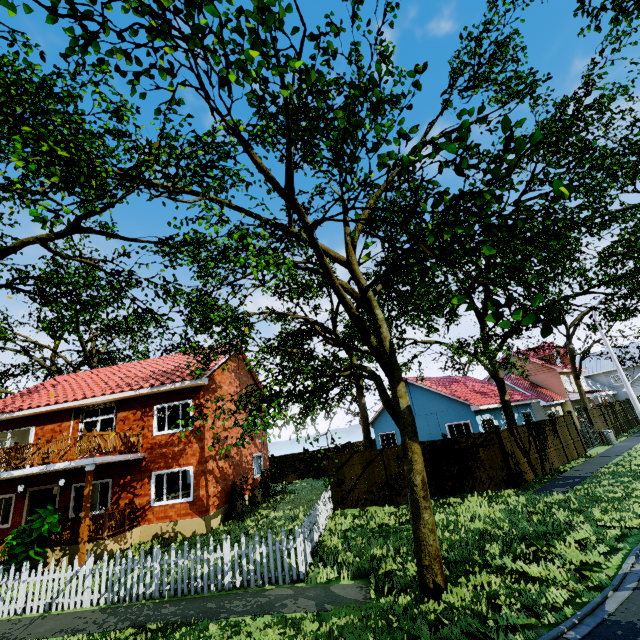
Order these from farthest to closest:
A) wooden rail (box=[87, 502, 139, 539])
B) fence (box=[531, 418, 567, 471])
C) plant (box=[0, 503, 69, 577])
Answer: fence (box=[531, 418, 567, 471]) < wooden rail (box=[87, 502, 139, 539]) < plant (box=[0, 503, 69, 577])

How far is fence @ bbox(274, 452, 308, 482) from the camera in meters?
27.4 m

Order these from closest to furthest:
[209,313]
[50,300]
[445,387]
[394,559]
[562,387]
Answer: [394,559], [50,300], [209,313], [445,387], [562,387]

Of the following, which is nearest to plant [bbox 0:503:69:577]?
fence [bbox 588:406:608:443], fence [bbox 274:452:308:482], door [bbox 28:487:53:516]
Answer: fence [bbox 588:406:608:443]

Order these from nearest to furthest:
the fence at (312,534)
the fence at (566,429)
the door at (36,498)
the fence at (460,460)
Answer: the fence at (312,534) < the fence at (460,460) < the door at (36,498) < the fence at (566,429)

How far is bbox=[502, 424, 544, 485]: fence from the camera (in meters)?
14.54

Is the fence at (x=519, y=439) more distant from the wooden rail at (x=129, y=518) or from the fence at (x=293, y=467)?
the wooden rail at (x=129, y=518)

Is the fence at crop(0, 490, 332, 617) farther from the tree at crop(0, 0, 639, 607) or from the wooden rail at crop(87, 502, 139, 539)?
the wooden rail at crop(87, 502, 139, 539)
